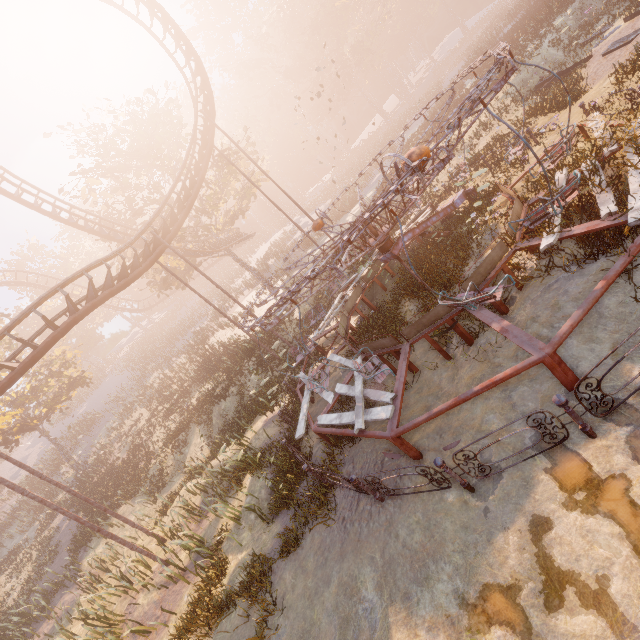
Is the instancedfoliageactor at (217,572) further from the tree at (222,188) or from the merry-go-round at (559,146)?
the tree at (222,188)

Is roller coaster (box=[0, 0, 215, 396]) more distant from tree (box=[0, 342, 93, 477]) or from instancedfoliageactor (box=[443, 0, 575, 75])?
instancedfoliageactor (box=[443, 0, 575, 75])

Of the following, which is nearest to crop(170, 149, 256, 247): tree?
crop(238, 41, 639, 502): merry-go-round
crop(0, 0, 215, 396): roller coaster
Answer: crop(0, 0, 215, 396): roller coaster

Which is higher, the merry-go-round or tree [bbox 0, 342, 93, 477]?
tree [bbox 0, 342, 93, 477]

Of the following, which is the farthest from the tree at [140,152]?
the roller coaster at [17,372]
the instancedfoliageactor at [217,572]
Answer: the instancedfoliageactor at [217,572]

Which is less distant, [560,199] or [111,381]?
[560,199]

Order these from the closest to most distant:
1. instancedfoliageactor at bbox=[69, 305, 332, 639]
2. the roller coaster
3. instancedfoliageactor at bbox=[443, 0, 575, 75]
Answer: instancedfoliageactor at bbox=[69, 305, 332, 639] → the roller coaster → instancedfoliageactor at bbox=[443, 0, 575, 75]

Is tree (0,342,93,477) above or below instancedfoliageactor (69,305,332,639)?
above
